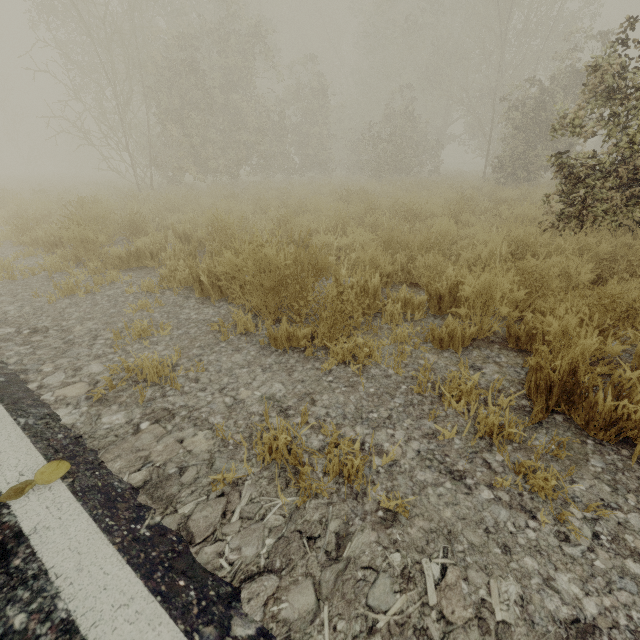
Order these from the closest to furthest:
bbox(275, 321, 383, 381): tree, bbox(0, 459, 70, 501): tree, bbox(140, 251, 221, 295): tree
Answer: bbox(0, 459, 70, 501): tree → bbox(275, 321, 383, 381): tree → bbox(140, 251, 221, 295): tree

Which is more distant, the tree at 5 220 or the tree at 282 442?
the tree at 5 220

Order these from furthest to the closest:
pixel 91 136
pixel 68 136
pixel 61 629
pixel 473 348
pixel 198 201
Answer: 1. pixel 91 136
2. pixel 68 136
3. pixel 198 201
4. pixel 473 348
5. pixel 61 629

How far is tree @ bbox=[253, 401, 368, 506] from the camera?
1.41m

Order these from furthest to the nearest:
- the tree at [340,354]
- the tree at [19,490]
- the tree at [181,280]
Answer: the tree at [181,280] → the tree at [340,354] → the tree at [19,490]
